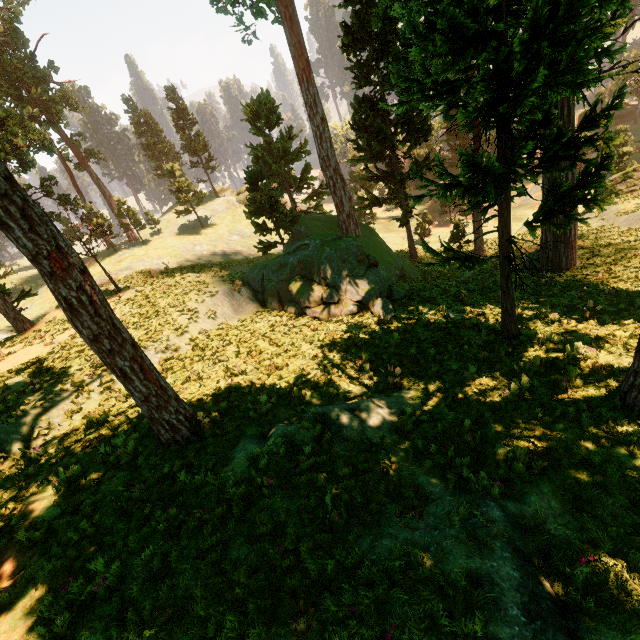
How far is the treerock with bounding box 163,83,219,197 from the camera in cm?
4762

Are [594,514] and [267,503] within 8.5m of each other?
yes

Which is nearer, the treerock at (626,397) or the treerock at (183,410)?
the treerock at (183,410)

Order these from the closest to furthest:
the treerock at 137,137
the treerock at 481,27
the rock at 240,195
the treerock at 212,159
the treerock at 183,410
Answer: the treerock at 183,410
the treerock at 481,27
the treerock at 137,137
the treerock at 212,159
the rock at 240,195

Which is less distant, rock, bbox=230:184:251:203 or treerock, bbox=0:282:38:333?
treerock, bbox=0:282:38:333

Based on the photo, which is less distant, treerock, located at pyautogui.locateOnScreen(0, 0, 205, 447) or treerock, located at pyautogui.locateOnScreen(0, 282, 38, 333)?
treerock, located at pyautogui.locateOnScreen(0, 0, 205, 447)
